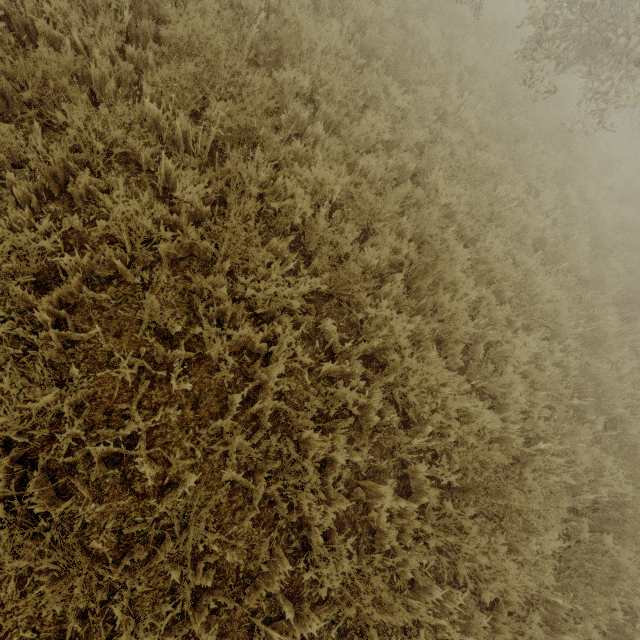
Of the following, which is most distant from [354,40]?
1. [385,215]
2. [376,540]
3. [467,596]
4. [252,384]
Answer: [467,596]
